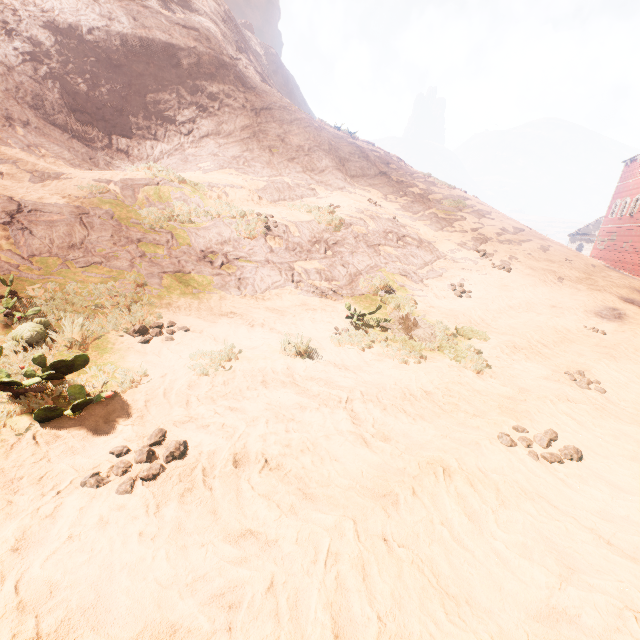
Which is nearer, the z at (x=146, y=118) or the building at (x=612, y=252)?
the z at (x=146, y=118)

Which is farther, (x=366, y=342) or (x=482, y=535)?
(x=366, y=342)

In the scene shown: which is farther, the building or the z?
the building
